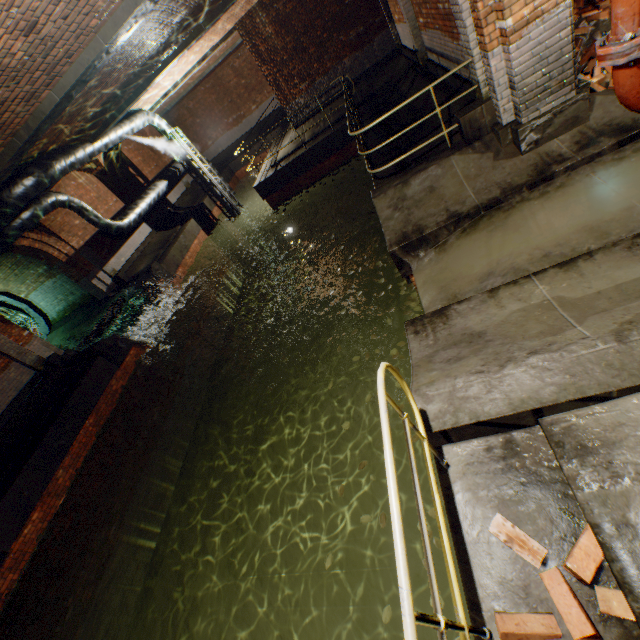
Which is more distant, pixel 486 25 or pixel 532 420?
pixel 486 25

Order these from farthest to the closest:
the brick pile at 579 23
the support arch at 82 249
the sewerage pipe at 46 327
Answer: the sewerage pipe at 46 327
the support arch at 82 249
the brick pile at 579 23

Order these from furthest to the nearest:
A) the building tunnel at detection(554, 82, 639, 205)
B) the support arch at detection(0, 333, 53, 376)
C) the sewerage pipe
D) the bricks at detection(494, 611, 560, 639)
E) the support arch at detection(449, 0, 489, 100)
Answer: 1. the sewerage pipe
2. the support arch at detection(0, 333, 53, 376)
3. the support arch at detection(449, 0, 489, 100)
4. the building tunnel at detection(554, 82, 639, 205)
5. the bricks at detection(494, 611, 560, 639)

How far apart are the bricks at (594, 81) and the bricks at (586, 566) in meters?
5.7

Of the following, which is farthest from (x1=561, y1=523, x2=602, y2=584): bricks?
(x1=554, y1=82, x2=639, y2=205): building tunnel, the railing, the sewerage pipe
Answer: the sewerage pipe

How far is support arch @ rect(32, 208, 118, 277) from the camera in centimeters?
1214cm

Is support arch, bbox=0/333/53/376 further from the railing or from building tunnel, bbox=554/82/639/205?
the railing

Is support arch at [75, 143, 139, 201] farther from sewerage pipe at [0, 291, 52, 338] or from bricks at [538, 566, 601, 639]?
bricks at [538, 566, 601, 639]
